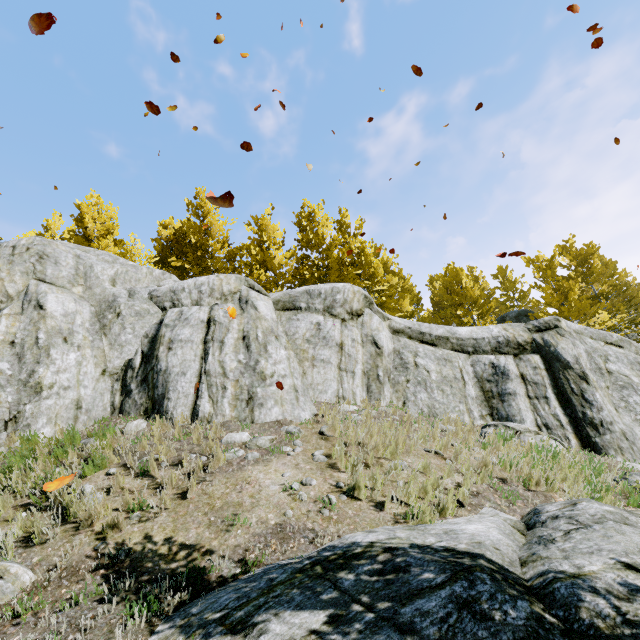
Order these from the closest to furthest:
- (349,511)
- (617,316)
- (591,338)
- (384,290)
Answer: (349,511)
(591,338)
(617,316)
(384,290)

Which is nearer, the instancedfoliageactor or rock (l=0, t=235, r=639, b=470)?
rock (l=0, t=235, r=639, b=470)

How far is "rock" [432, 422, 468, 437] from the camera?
7.3 meters

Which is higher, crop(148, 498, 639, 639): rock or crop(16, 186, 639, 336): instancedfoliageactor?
crop(16, 186, 639, 336): instancedfoliageactor

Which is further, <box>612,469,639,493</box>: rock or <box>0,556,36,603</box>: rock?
<box>612,469,639,493</box>: rock

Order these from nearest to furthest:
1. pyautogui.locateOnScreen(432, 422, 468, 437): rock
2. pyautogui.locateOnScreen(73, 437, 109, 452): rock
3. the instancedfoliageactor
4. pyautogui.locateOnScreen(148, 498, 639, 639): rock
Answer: pyautogui.locateOnScreen(148, 498, 639, 639): rock < pyautogui.locateOnScreen(73, 437, 109, 452): rock < pyautogui.locateOnScreen(432, 422, 468, 437): rock < the instancedfoliageactor

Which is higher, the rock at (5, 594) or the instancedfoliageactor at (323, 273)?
the instancedfoliageactor at (323, 273)

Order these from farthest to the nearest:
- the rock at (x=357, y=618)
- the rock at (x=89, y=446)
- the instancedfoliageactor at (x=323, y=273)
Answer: the instancedfoliageactor at (x=323, y=273) → the rock at (x=89, y=446) → the rock at (x=357, y=618)
